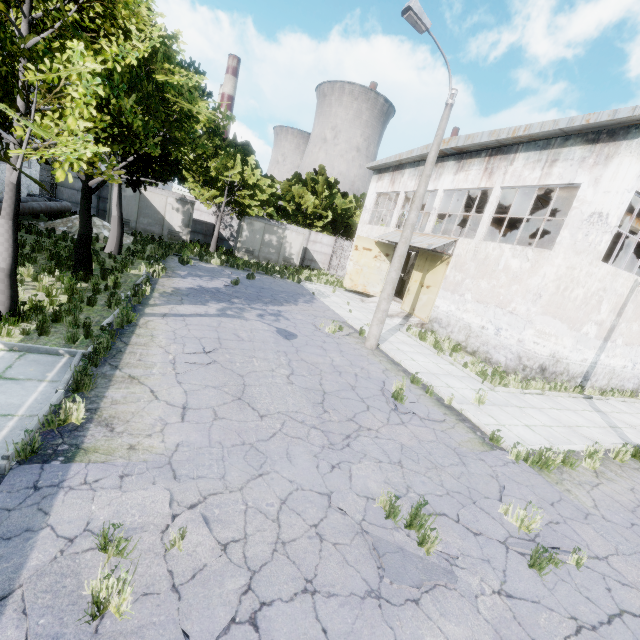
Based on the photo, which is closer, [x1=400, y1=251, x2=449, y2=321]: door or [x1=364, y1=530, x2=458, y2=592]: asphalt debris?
[x1=364, y1=530, x2=458, y2=592]: asphalt debris

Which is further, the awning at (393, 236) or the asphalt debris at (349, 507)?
the awning at (393, 236)

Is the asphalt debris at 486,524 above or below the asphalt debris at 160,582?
above

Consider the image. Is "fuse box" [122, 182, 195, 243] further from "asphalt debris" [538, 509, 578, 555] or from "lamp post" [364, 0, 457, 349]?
"asphalt debris" [538, 509, 578, 555]

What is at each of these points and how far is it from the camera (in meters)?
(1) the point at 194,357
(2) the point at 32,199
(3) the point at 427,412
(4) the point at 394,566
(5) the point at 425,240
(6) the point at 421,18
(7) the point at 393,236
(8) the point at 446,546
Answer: (1) asphalt debris, 7.66
(2) pipe, 17.77
(3) asphalt debris, 8.14
(4) asphalt debris, 3.77
(5) awning, 18.50
(6) lamp post, 9.02
(7) awning, 21.12
(8) asphalt debris, 4.34

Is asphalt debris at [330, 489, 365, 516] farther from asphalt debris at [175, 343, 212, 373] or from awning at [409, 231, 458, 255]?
awning at [409, 231, 458, 255]

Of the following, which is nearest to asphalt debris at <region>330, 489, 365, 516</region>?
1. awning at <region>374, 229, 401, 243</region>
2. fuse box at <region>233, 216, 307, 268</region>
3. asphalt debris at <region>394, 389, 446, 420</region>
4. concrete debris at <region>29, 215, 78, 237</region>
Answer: asphalt debris at <region>394, 389, 446, 420</region>

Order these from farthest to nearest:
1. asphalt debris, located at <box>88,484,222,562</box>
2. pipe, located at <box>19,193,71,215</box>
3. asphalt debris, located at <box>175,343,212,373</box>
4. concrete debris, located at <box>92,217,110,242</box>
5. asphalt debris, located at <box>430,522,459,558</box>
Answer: concrete debris, located at <box>92,217,110,242</box>, pipe, located at <box>19,193,71,215</box>, asphalt debris, located at <box>175,343,212,373</box>, asphalt debris, located at <box>430,522,459,558</box>, asphalt debris, located at <box>88,484,222,562</box>
